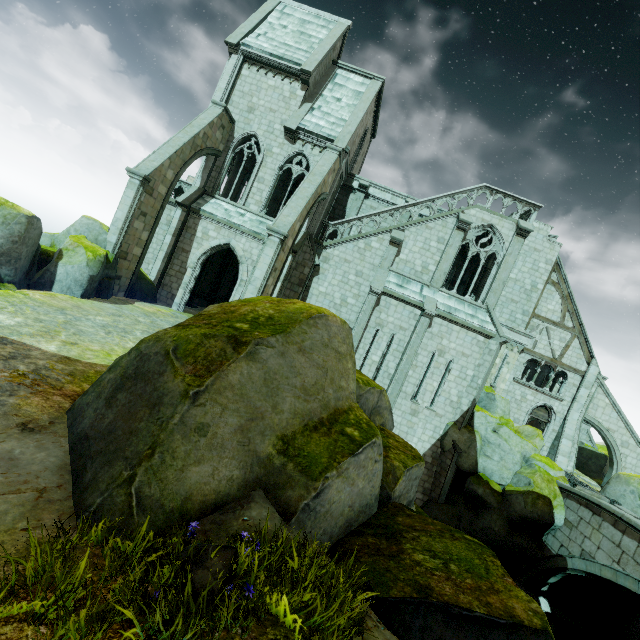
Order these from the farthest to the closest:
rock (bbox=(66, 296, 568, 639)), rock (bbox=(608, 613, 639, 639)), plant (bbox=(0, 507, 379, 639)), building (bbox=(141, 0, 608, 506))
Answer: building (bbox=(141, 0, 608, 506)) < rock (bbox=(608, 613, 639, 639)) < rock (bbox=(66, 296, 568, 639)) < plant (bbox=(0, 507, 379, 639))

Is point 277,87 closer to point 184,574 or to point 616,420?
point 184,574

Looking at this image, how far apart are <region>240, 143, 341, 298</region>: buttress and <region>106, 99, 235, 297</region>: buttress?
5.9m

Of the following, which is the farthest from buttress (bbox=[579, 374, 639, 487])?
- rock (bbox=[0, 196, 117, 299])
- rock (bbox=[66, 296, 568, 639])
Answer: rock (bbox=[0, 196, 117, 299])

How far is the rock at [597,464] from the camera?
23.03m

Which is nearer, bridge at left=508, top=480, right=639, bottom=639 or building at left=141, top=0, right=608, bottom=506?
bridge at left=508, top=480, right=639, bottom=639

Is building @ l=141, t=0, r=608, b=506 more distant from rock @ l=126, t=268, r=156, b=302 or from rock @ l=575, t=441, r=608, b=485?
rock @ l=575, t=441, r=608, b=485

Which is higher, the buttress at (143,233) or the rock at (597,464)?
the buttress at (143,233)
